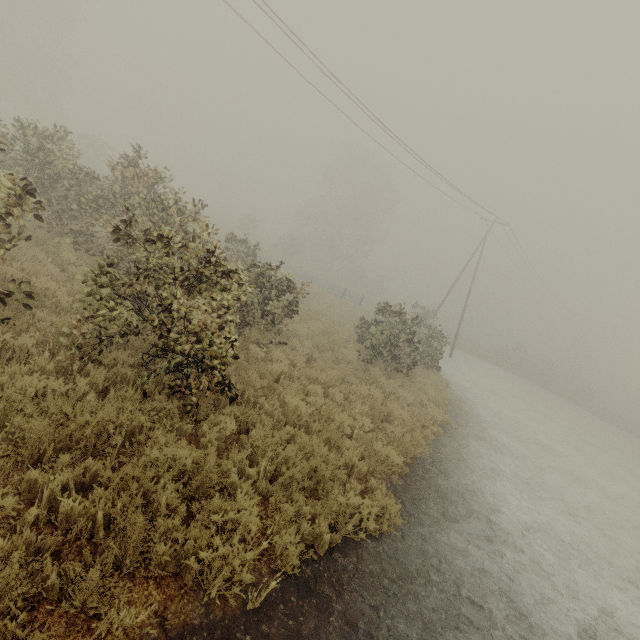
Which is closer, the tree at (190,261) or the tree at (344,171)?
the tree at (190,261)

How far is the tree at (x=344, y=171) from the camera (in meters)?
44.44

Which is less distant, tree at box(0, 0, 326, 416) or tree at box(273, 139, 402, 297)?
tree at box(0, 0, 326, 416)

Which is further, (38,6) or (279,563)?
(38,6)

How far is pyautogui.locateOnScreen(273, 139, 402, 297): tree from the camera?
44.44m
